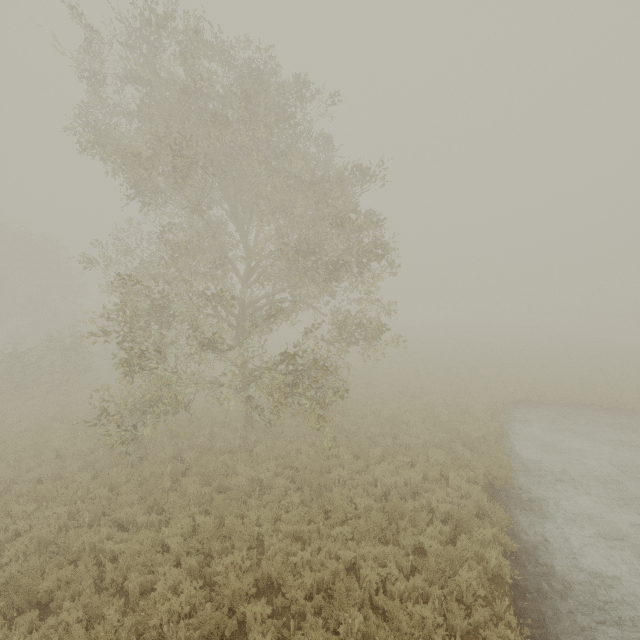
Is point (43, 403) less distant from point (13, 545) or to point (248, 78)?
Result: point (13, 545)
